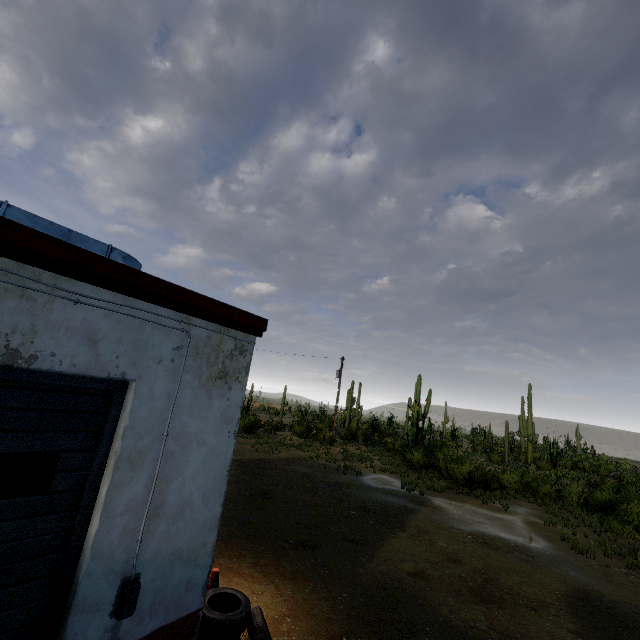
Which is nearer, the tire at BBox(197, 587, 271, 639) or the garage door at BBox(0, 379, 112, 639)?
the garage door at BBox(0, 379, 112, 639)

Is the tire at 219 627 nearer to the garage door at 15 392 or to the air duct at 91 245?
the garage door at 15 392

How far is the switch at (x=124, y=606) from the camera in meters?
2.9 m

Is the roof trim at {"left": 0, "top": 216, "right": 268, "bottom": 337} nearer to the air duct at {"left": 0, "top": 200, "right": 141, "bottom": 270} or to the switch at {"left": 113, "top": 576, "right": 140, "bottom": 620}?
the air duct at {"left": 0, "top": 200, "right": 141, "bottom": 270}

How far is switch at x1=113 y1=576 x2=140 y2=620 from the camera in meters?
2.9

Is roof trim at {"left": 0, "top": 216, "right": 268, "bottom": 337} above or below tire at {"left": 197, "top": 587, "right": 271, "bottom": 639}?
above

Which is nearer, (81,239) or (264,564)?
(81,239)

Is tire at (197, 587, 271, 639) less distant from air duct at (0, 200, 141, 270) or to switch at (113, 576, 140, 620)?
switch at (113, 576, 140, 620)
